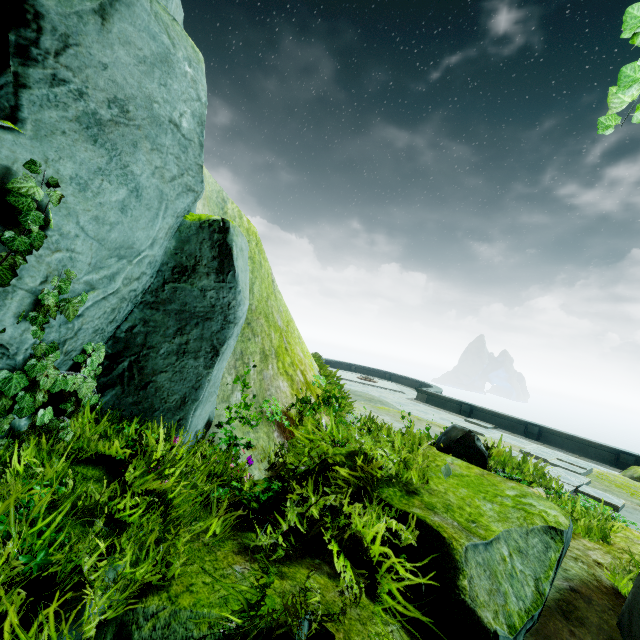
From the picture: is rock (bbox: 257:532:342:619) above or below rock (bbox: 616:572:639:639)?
below

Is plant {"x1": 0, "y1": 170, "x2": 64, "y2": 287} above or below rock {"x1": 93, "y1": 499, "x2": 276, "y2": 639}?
→ above

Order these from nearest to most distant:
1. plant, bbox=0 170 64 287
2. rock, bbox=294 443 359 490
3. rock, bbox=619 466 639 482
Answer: plant, bbox=0 170 64 287
rock, bbox=294 443 359 490
rock, bbox=619 466 639 482

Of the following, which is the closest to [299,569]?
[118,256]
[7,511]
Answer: [7,511]

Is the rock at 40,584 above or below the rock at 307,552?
above

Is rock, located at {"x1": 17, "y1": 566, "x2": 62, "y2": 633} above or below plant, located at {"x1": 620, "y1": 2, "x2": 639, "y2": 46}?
A: below

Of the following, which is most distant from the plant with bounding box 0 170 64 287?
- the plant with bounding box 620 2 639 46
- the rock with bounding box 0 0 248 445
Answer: the plant with bounding box 620 2 639 46

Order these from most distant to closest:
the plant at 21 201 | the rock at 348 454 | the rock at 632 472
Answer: the rock at 632 472, the rock at 348 454, the plant at 21 201
